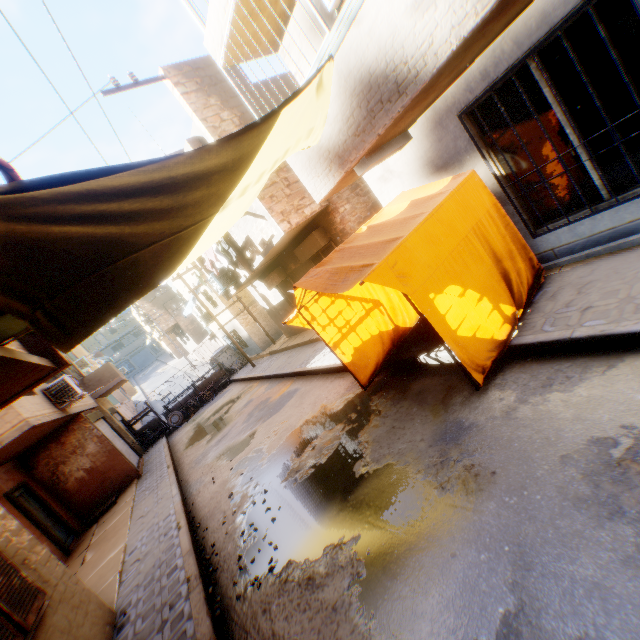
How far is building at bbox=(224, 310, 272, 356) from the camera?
19.62m

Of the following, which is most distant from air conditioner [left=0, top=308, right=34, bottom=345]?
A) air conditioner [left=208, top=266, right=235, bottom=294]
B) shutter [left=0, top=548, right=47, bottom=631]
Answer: air conditioner [left=208, top=266, right=235, bottom=294]

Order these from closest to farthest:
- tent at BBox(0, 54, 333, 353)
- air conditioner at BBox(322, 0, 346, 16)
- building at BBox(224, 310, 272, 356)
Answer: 1. tent at BBox(0, 54, 333, 353)
2. air conditioner at BBox(322, 0, 346, 16)
3. building at BBox(224, 310, 272, 356)

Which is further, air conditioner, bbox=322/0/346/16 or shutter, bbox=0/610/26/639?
air conditioner, bbox=322/0/346/16

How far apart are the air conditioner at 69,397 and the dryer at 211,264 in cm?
569

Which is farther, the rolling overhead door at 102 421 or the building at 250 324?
the building at 250 324

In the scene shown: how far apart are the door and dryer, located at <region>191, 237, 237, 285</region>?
9.3m

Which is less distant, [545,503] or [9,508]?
[545,503]
